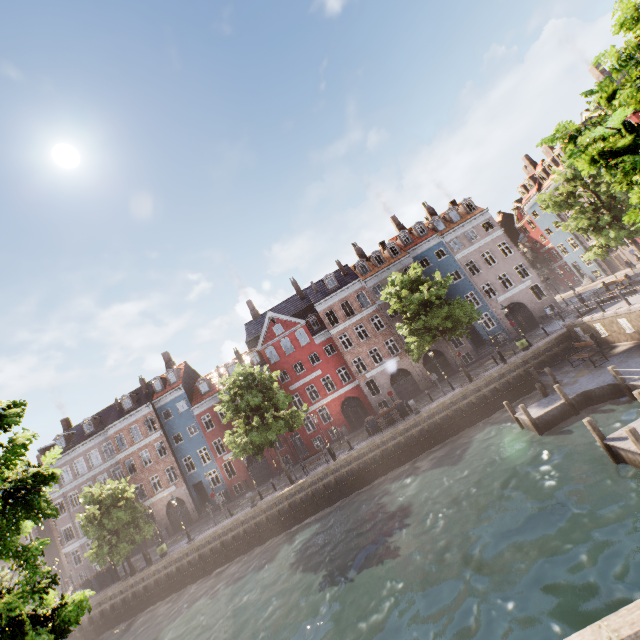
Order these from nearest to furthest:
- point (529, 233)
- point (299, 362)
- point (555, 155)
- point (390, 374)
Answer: point (390, 374)
point (555, 155)
point (299, 362)
point (529, 233)

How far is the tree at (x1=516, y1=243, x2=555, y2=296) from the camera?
50.5m

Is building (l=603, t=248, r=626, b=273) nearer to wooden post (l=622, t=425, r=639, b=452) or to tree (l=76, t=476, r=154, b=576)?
tree (l=76, t=476, r=154, b=576)

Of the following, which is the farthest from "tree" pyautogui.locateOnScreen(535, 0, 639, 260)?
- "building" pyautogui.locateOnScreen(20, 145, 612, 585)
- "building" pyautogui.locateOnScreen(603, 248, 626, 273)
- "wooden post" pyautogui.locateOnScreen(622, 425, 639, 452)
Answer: "wooden post" pyautogui.locateOnScreen(622, 425, 639, 452)

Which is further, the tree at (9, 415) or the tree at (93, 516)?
the tree at (93, 516)

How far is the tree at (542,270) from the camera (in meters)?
50.53
